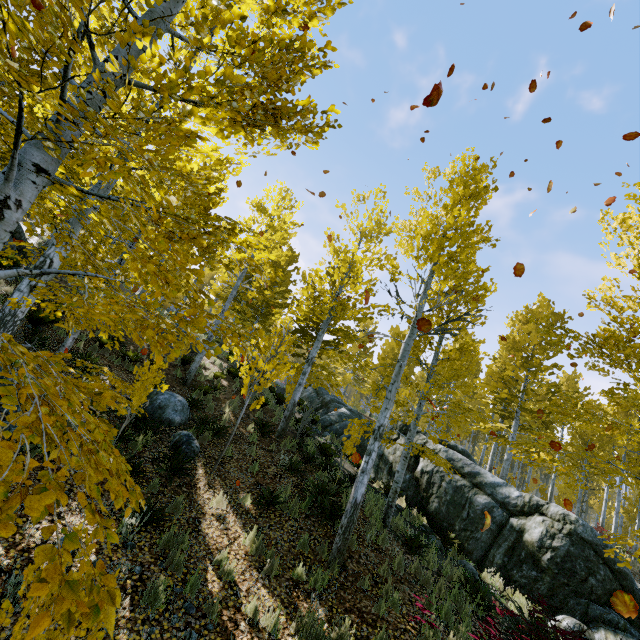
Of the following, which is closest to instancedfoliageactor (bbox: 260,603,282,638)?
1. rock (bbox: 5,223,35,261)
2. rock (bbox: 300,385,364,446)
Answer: rock (bbox: 300,385,364,446)

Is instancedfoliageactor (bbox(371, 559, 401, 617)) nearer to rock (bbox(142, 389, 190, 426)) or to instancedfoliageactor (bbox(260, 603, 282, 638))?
instancedfoliageactor (bbox(260, 603, 282, 638))

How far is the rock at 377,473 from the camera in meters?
12.9

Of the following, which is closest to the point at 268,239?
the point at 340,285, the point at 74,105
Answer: the point at 340,285

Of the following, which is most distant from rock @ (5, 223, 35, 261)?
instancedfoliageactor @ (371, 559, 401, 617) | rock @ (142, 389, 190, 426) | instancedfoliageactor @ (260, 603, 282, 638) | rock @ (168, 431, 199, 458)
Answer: instancedfoliageactor @ (371, 559, 401, 617)

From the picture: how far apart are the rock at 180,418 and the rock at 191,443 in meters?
0.7

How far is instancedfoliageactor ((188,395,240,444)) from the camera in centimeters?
955cm

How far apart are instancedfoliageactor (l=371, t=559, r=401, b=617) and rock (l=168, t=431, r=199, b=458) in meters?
5.3 m
